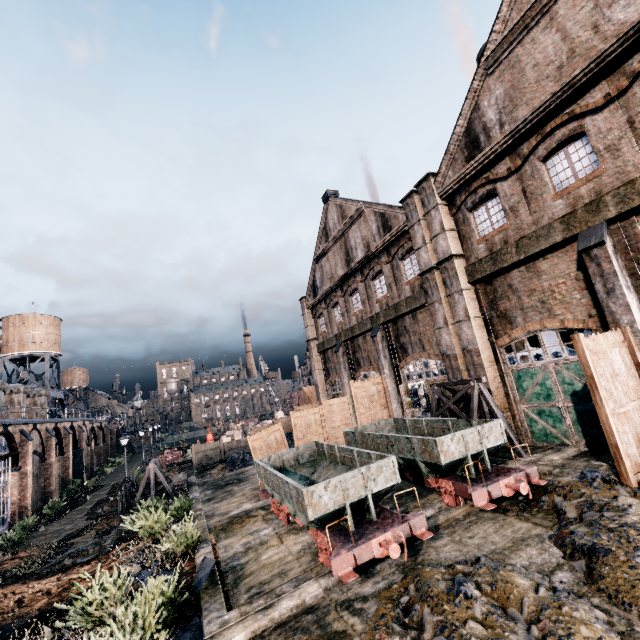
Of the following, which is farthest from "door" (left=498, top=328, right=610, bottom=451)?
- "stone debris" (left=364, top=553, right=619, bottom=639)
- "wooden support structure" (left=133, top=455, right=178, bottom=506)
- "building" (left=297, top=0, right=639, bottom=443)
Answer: "wooden support structure" (left=133, top=455, right=178, bottom=506)

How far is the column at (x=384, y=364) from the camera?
23.2m

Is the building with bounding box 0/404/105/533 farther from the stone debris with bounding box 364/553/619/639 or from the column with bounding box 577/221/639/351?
the column with bounding box 577/221/639/351

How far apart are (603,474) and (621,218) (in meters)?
8.59

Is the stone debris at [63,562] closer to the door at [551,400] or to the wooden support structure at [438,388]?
the wooden support structure at [438,388]

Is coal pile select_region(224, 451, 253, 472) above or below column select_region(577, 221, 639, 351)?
below

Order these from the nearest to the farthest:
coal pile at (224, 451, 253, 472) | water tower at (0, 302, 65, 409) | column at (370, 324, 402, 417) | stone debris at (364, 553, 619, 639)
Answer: stone debris at (364, 553, 619, 639)
column at (370, 324, 402, 417)
coal pile at (224, 451, 253, 472)
water tower at (0, 302, 65, 409)

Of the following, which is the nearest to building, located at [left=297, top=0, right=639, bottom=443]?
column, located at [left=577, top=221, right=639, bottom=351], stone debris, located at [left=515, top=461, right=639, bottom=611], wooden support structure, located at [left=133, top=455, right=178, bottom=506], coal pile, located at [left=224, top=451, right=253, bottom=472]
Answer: column, located at [left=577, top=221, right=639, bottom=351]
